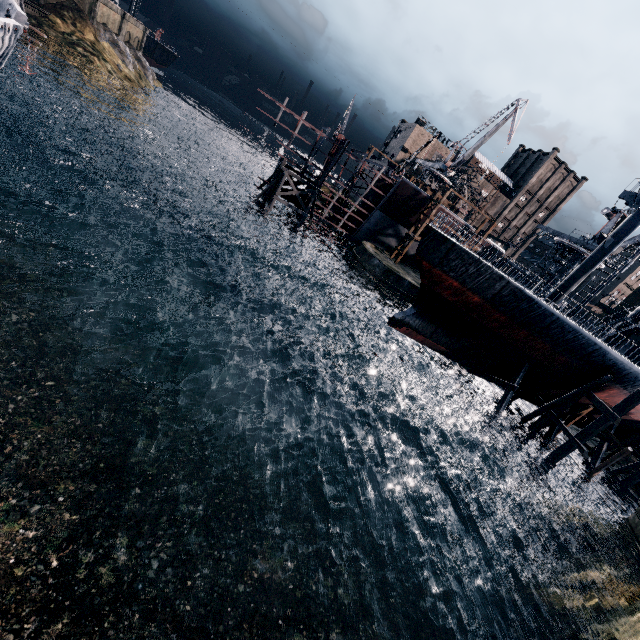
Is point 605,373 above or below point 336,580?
above

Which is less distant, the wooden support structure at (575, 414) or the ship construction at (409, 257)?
the wooden support structure at (575, 414)

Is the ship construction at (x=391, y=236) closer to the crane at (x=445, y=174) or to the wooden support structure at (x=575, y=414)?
the crane at (x=445, y=174)

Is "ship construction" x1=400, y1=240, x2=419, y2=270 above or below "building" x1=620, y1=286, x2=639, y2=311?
below

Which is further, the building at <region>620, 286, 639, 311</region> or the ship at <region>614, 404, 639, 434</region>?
the building at <region>620, 286, 639, 311</region>

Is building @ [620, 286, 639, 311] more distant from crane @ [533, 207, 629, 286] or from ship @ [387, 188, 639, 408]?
crane @ [533, 207, 629, 286]

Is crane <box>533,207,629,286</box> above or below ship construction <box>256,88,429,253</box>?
above

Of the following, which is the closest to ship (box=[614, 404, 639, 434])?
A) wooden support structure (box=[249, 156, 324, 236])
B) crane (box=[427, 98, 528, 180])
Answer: wooden support structure (box=[249, 156, 324, 236])
